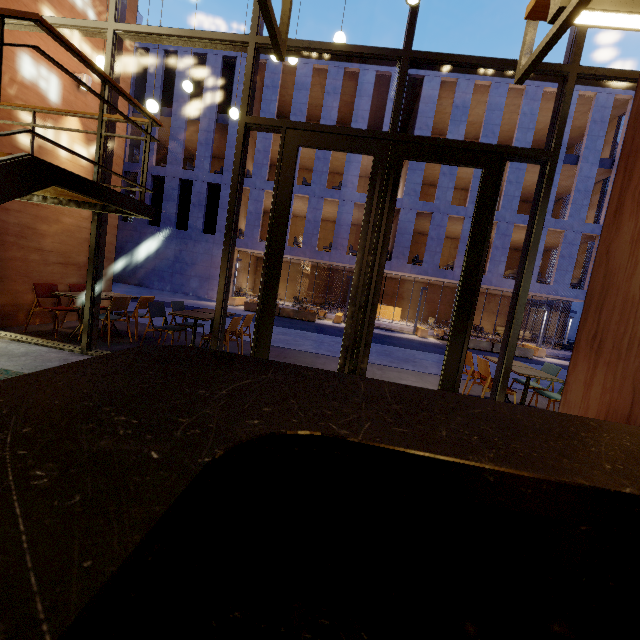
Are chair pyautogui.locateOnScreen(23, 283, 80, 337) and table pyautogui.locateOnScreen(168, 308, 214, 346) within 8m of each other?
yes

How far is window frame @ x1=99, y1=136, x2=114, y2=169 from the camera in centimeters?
452cm

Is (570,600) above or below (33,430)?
below

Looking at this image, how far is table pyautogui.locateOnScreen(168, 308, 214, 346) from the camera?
5.1 meters

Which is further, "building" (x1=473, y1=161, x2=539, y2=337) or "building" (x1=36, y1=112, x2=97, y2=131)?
"building" (x1=473, y1=161, x2=539, y2=337)

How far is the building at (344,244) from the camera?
20.7m

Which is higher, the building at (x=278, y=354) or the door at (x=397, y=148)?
the door at (x=397, y=148)

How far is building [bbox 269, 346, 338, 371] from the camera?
6.3m
